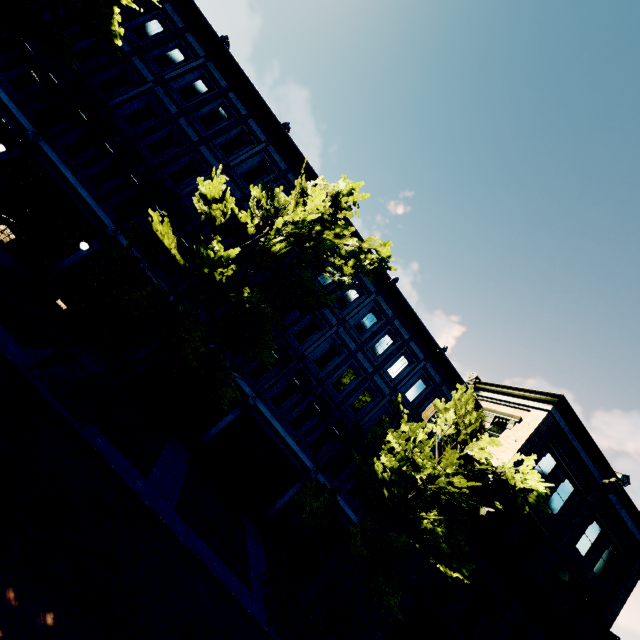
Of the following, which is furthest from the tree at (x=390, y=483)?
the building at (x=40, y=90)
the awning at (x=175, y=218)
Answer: the awning at (x=175, y=218)

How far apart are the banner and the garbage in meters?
24.0 m

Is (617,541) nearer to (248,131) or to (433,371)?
(433,371)

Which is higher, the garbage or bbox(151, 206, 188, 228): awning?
bbox(151, 206, 188, 228): awning

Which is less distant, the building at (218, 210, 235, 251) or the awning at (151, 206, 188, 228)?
the awning at (151, 206, 188, 228)

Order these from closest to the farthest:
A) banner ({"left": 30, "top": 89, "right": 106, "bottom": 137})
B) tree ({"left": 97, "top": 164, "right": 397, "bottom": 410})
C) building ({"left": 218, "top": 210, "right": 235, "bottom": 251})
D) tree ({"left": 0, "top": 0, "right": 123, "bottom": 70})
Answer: tree ({"left": 97, "top": 164, "right": 397, "bottom": 410})
tree ({"left": 0, "top": 0, "right": 123, "bottom": 70})
banner ({"left": 30, "top": 89, "right": 106, "bottom": 137})
building ({"left": 218, "top": 210, "right": 235, "bottom": 251})

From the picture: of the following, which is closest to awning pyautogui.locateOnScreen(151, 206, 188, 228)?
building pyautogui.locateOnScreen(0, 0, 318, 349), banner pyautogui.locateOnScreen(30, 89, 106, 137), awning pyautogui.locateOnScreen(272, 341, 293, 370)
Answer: building pyautogui.locateOnScreen(0, 0, 318, 349)

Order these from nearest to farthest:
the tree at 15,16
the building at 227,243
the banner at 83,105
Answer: the tree at 15,16, the banner at 83,105, the building at 227,243
